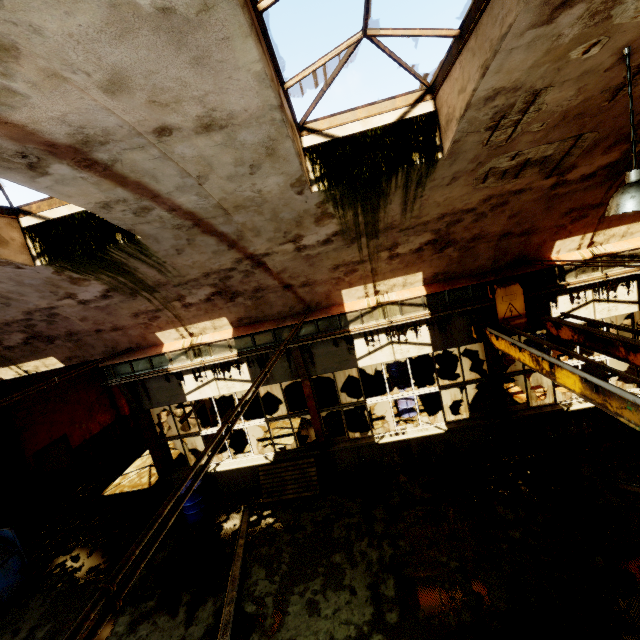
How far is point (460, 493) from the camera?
7.7 meters

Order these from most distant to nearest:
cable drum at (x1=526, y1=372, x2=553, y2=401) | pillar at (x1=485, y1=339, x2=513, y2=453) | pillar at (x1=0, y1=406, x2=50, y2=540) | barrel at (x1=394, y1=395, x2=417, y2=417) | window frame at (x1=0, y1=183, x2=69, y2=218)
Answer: barrel at (x1=394, y1=395, x2=417, y2=417) < cable drum at (x1=526, y1=372, x2=553, y2=401) < pillar at (x1=0, y1=406, x2=50, y2=540) < pillar at (x1=485, y1=339, x2=513, y2=453) < window frame at (x1=0, y1=183, x2=69, y2=218)

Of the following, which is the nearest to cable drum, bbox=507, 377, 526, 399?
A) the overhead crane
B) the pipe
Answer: the overhead crane

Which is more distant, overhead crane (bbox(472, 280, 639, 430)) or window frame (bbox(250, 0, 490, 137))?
overhead crane (bbox(472, 280, 639, 430))

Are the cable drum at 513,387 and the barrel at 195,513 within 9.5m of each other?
no

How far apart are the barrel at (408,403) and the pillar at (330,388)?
2.5m

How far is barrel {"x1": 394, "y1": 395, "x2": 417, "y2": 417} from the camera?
11.55m

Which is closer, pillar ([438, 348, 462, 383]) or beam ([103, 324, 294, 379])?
beam ([103, 324, 294, 379])
